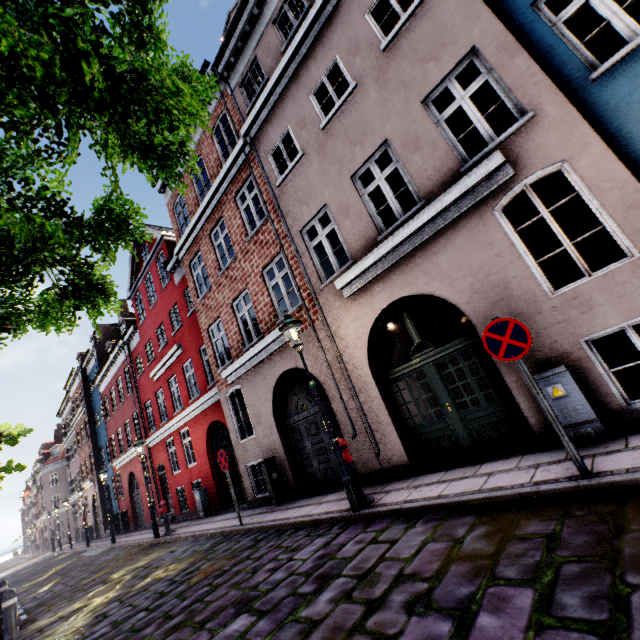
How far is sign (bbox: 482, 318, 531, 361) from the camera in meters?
3.8

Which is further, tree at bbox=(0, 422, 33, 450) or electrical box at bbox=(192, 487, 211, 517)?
tree at bbox=(0, 422, 33, 450)

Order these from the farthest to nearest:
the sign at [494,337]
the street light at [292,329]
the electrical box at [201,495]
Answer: the electrical box at [201,495] < the street light at [292,329] < the sign at [494,337]

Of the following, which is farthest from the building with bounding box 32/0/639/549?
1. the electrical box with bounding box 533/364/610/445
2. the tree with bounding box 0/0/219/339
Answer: the tree with bounding box 0/0/219/339

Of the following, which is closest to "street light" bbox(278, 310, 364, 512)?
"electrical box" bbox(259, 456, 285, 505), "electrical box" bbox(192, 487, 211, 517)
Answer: "electrical box" bbox(259, 456, 285, 505)

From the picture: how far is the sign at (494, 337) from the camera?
3.8 meters

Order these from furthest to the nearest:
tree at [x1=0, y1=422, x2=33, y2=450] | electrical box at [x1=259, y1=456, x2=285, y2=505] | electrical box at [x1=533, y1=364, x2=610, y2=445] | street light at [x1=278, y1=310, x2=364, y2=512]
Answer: tree at [x1=0, y1=422, x2=33, y2=450]
electrical box at [x1=259, y1=456, x2=285, y2=505]
street light at [x1=278, y1=310, x2=364, y2=512]
electrical box at [x1=533, y1=364, x2=610, y2=445]

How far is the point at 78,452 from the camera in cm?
3023
